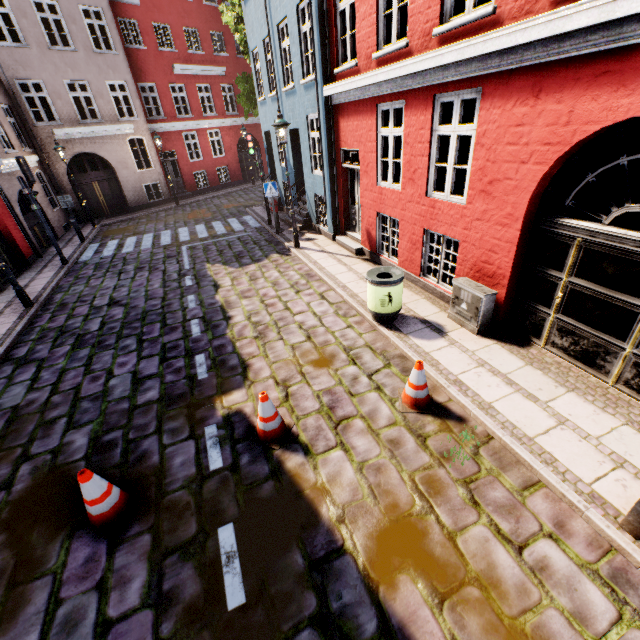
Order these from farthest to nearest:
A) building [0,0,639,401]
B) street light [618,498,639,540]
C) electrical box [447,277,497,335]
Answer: electrical box [447,277,497,335] → building [0,0,639,401] → street light [618,498,639,540]

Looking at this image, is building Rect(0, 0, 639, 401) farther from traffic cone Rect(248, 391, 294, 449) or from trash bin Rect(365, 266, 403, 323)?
traffic cone Rect(248, 391, 294, 449)

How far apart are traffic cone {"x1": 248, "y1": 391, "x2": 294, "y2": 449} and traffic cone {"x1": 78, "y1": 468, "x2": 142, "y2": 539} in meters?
1.4

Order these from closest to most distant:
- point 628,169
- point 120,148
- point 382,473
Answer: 1. point 382,473
2. point 628,169
3. point 120,148

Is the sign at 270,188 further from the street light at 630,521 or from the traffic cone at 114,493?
the street light at 630,521

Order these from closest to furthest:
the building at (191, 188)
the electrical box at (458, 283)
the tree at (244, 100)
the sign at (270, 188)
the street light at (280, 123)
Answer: the building at (191, 188), the electrical box at (458, 283), the street light at (280, 123), the sign at (270, 188), the tree at (244, 100)

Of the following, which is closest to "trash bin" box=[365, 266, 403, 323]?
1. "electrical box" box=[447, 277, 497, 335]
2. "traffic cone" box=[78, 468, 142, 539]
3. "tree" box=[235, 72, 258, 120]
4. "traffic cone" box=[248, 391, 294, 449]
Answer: "electrical box" box=[447, 277, 497, 335]

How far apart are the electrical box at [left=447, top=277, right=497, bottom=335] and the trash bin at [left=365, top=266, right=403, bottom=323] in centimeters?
91cm
